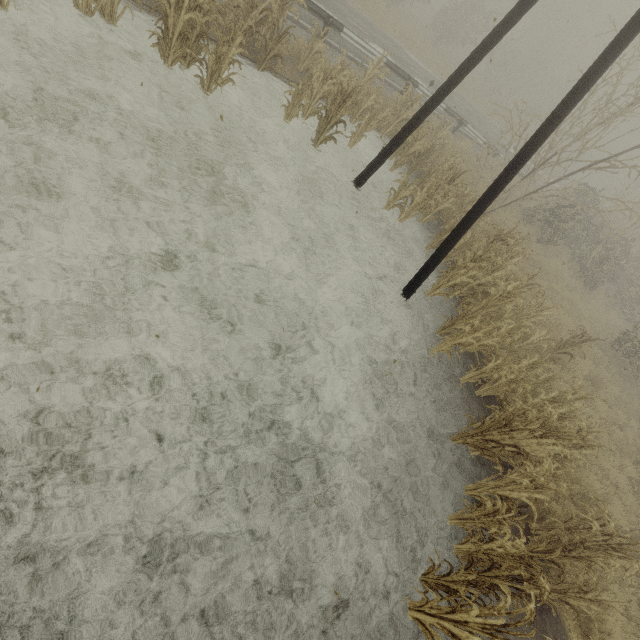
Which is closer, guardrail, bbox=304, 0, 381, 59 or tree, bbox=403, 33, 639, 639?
tree, bbox=403, 33, 639, 639

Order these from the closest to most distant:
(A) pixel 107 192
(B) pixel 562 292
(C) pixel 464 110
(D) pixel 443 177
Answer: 1. (A) pixel 107 192
2. (D) pixel 443 177
3. (B) pixel 562 292
4. (C) pixel 464 110

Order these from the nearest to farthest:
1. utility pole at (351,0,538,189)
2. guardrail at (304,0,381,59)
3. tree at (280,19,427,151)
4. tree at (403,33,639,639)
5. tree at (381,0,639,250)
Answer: tree at (403,33,639,639)
utility pole at (351,0,538,189)
tree at (280,19,427,151)
tree at (381,0,639,250)
guardrail at (304,0,381,59)

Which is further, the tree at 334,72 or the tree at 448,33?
the tree at 448,33

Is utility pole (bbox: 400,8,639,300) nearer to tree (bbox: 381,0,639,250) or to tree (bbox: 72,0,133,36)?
tree (bbox: 381,0,639,250)

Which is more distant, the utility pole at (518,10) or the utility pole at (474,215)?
the utility pole at (518,10)

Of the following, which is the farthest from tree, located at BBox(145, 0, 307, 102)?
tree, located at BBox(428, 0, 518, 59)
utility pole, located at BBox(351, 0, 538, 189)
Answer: tree, located at BBox(428, 0, 518, 59)

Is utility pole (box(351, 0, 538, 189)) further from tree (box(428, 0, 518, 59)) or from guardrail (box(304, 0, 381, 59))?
tree (box(428, 0, 518, 59))
